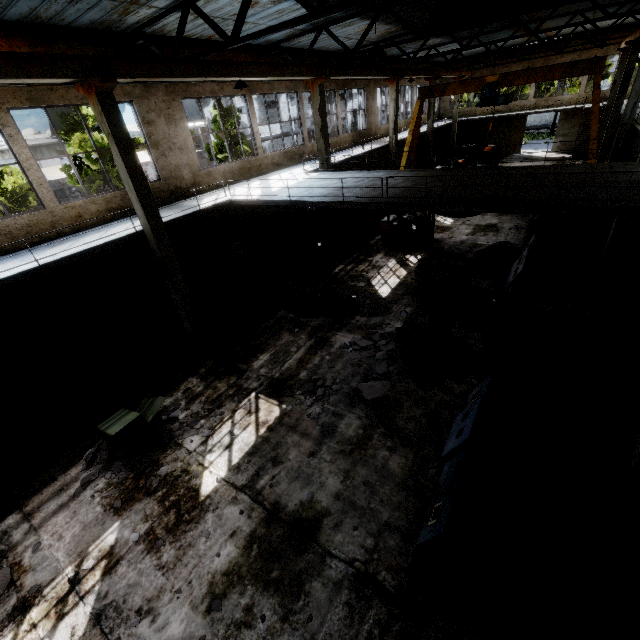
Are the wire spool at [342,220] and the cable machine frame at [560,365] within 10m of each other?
no

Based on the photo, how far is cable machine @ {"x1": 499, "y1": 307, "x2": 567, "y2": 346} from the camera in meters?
8.2

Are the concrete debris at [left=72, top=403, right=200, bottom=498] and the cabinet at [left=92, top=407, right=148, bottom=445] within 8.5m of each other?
Answer: yes

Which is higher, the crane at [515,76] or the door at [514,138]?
the crane at [515,76]

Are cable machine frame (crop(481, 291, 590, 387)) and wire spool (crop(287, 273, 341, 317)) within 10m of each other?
yes

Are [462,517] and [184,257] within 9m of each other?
no

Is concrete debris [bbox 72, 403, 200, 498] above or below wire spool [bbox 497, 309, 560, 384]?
below

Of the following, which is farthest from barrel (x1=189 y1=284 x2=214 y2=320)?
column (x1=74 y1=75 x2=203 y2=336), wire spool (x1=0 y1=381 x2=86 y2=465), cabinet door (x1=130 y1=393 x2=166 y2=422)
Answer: wire spool (x1=0 y1=381 x2=86 y2=465)
